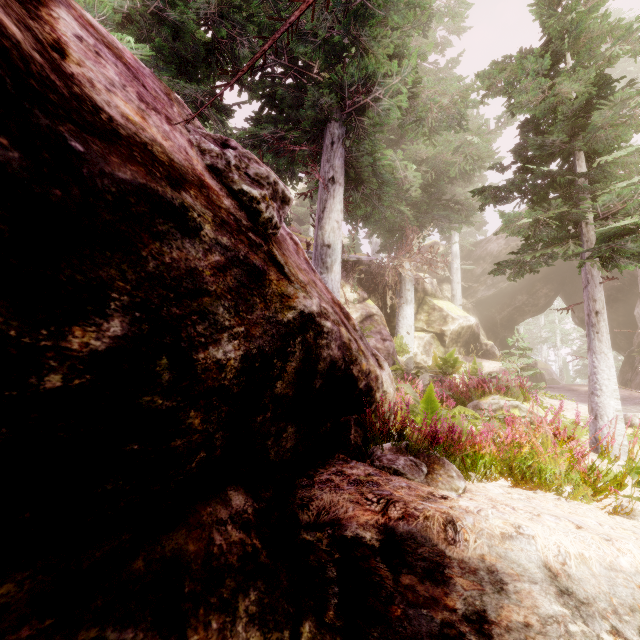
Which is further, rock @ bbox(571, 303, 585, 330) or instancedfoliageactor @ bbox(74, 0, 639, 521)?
rock @ bbox(571, 303, 585, 330)

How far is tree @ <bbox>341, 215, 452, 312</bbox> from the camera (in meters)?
13.29

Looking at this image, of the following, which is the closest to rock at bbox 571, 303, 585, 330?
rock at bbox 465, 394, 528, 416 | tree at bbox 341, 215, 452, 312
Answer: tree at bbox 341, 215, 452, 312

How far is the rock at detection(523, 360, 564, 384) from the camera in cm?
2741

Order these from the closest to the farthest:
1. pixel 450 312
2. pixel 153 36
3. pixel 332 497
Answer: pixel 332 497 < pixel 153 36 < pixel 450 312

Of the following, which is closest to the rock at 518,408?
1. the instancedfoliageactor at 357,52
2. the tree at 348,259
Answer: the instancedfoliageactor at 357,52

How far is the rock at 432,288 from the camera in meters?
17.5

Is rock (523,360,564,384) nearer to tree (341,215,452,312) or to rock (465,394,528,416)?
tree (341,215,452,312)
